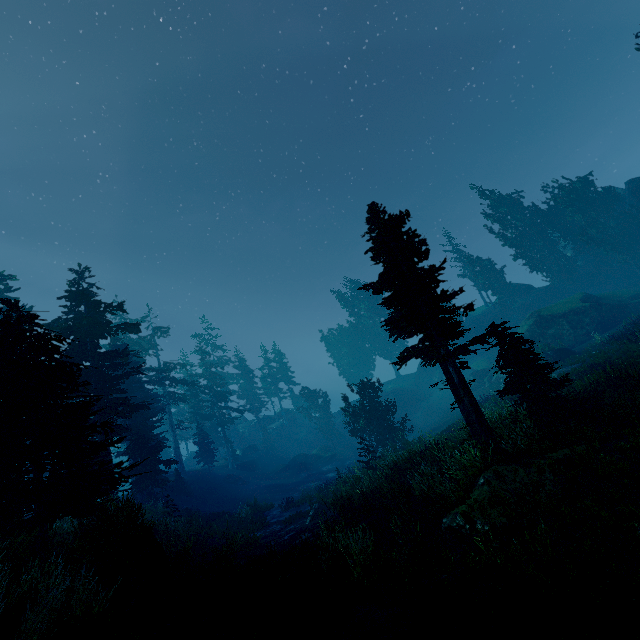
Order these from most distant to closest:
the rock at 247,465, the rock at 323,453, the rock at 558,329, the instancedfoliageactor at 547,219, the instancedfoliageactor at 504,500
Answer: the rock at 247,465
the rock at 323,453
the instancedfoliageactor at 547,219
the rock at 558,329
the instancedfoliageactor at 504,500

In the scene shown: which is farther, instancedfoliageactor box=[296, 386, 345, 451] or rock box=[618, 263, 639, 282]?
instancedfoliageactor box=[296, 386, 345, 451]

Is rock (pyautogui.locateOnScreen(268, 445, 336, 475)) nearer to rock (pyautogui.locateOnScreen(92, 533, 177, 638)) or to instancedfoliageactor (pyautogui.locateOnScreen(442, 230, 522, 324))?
instancedfoliageactor (pyautogui.locateOnScreen(442, 230, 522, 324))

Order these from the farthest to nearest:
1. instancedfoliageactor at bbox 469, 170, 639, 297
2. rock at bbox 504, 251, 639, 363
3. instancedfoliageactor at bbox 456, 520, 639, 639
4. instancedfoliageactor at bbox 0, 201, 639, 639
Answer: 1. instancedfoliageactor at bbox 469, 170, 639, 297
2. rock at bbox 504, 251, 639, 363
3. instancedfoliageactor at bbox 0, 201, 639, 639
4. instancedfoliageactor at bbox 456, 520, 639, 639

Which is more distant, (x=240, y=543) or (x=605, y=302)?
(x=605, y=302)

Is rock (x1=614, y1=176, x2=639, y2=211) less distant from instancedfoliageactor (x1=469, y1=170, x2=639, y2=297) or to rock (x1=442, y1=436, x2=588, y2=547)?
instancedfoliageactor (x1=469, y1=170, x2=639, y2=297)

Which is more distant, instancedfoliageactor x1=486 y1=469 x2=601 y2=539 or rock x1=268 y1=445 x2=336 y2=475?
rock x1=268 y1=445 x2=336 y2=475

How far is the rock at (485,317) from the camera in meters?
47.8
